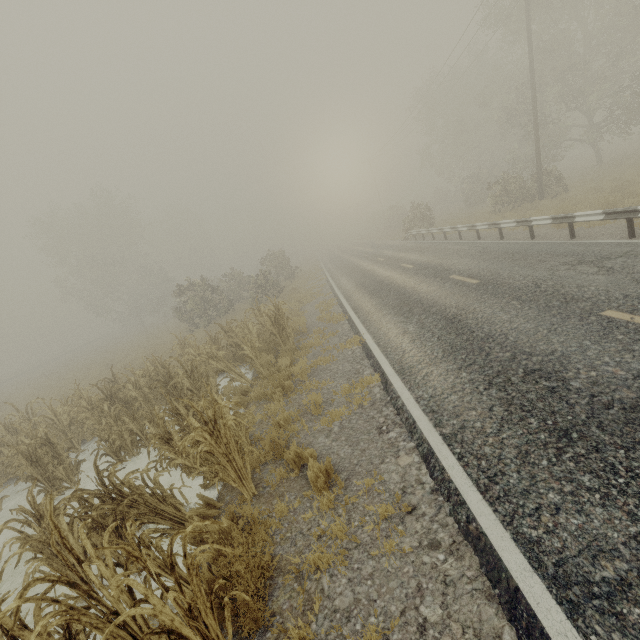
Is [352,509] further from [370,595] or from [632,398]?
[632,398]

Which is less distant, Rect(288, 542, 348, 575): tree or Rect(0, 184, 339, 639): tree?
Rect(0, 184, 339, 639): tree

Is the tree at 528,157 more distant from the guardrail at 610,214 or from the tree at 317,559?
the tree at 317,559

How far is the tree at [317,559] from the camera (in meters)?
3.28

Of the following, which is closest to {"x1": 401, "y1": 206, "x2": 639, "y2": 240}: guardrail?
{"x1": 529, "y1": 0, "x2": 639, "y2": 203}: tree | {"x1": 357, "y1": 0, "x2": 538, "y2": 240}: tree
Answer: {"x1": 529, "y1": 0, "x2": 639, "y2": 203}: tree

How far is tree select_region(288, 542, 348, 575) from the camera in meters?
3.3

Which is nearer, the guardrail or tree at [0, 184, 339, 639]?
tree at [0, 184, 339, 639]

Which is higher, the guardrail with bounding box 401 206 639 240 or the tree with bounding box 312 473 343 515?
the guardrail with bounding box 401 206 639 240
